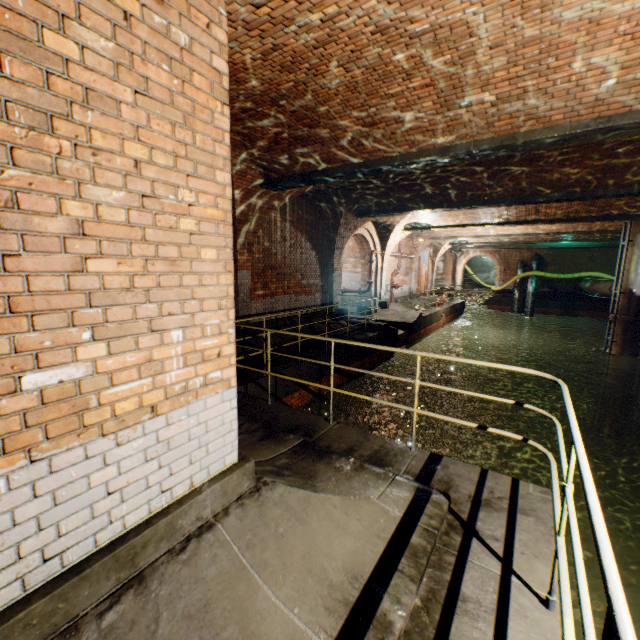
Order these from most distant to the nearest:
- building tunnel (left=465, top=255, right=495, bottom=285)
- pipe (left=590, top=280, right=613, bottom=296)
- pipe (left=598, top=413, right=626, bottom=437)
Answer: building tunnel (left=465, top=255, right=495, bottom=285) → pipe (left=590, top=280, right=613, bottom=296) → pipe (left=598, top=413, right=626, bottom=437)

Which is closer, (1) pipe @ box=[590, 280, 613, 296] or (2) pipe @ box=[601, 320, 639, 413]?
(2) pipe @ box=[601, 320, 639, 413]

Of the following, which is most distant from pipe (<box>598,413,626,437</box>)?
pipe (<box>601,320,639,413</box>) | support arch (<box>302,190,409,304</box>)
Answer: support arch (<box>302,190,409,304</box>)

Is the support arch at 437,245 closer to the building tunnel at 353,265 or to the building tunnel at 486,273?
the building tunnel at 353,265

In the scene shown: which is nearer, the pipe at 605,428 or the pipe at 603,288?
the pipe at 605,428

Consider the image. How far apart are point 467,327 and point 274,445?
31.4m

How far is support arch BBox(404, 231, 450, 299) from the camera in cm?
1953

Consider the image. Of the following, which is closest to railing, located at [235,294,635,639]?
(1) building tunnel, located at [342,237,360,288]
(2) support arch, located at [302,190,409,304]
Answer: (2) support arch, located at [302,190,409,304]
